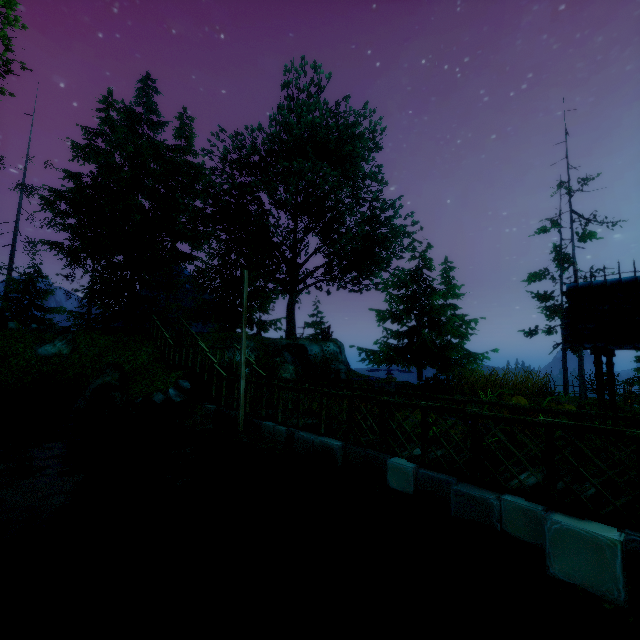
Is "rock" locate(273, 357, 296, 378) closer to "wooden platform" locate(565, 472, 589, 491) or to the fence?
the fence

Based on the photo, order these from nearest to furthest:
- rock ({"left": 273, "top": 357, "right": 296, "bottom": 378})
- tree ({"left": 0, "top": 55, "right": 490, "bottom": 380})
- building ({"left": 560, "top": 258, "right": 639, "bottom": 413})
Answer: building ({"left": 560, "top": 258, "right": 639, "bottom": 413}), rock ({"left": 273, "top": 357, "right": 296, "bottom": 378}), tree ({"left": 0, "top": 55, "right": 490, "bottom": 380})

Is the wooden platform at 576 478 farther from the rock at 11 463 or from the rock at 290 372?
the rock at 11 463

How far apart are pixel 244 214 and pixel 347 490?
20.3 meters

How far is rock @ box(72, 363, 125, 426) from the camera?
12.5 meters

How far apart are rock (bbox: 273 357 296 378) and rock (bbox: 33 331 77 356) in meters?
9.6

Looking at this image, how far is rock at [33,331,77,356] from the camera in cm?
1598

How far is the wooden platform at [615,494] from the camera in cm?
A: 419
